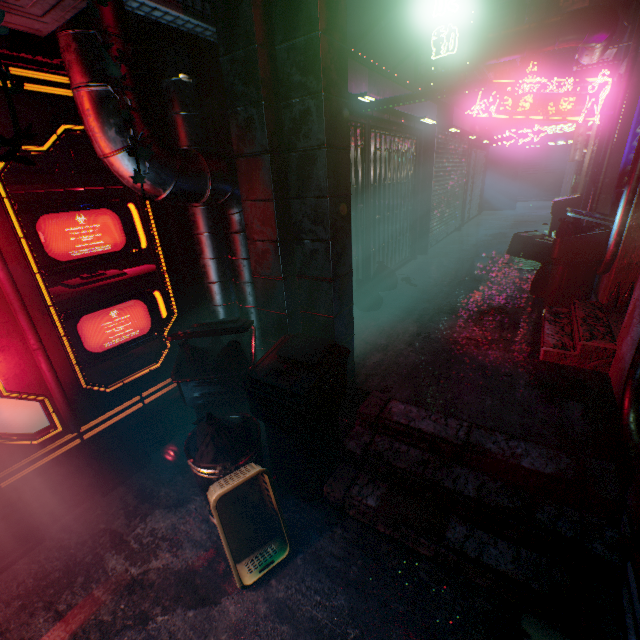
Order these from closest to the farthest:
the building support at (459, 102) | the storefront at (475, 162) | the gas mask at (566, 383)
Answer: the gas mask at (566, 383), the building support at (459, 102), the storefront at (475, 162)

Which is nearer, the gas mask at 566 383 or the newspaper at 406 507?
the newspaper at 406 507

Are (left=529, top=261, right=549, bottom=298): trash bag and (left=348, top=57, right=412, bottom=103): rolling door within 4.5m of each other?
yes

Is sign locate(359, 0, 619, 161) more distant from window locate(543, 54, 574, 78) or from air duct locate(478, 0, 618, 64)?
window locate(543, 54, 574, 78)

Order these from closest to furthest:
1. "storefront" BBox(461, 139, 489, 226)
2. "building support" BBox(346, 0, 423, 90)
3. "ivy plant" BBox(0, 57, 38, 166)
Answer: "ivy plant" BBox(0, 57, 38, 166) → "building support" BBox(346, 0, 423, 90) → "storefront" BBox(461, 139, 489, 226)

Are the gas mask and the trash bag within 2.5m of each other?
yes

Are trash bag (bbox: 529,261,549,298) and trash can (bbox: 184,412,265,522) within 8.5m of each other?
yes

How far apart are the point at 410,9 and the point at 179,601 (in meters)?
5.53
